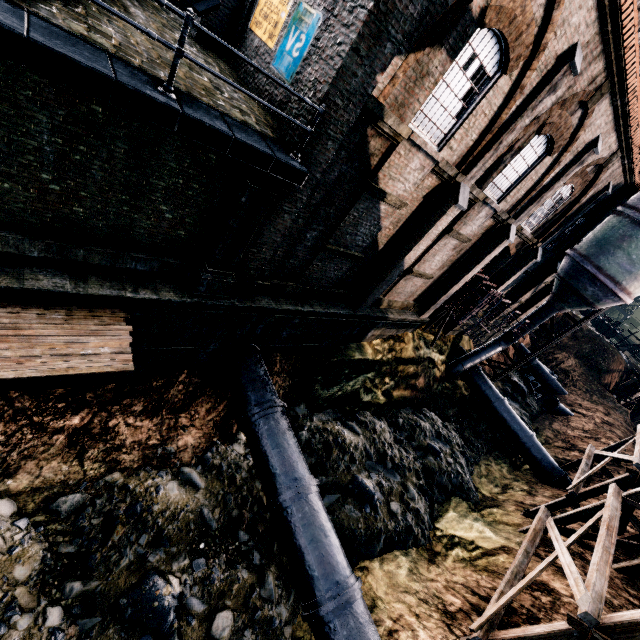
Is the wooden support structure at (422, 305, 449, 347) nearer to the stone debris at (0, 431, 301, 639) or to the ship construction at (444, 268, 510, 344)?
the ship construction at (444, 268, 510, 344)

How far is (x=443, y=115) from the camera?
9.77m

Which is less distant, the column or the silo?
the column

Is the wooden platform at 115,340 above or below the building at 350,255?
below

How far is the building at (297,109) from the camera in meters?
7.8 m

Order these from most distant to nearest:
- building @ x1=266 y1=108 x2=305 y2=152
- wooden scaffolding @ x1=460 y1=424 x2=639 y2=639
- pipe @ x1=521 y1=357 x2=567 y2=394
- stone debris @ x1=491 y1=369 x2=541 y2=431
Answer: pipe @ x1=521 y1=357 x2=567 y2=394 < stone debris @ x1=491 y1=369 x2=541 y2=431 < building @ x1=266 y1=108 x2=305 y2=152 < wooden scaffolding @ x1=460 y1=424 x2=639 y2=639

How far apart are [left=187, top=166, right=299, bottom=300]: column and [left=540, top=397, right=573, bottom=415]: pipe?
35.1 meters

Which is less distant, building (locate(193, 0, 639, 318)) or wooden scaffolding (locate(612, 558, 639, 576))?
building (locate(193, 0, 639, 318))
